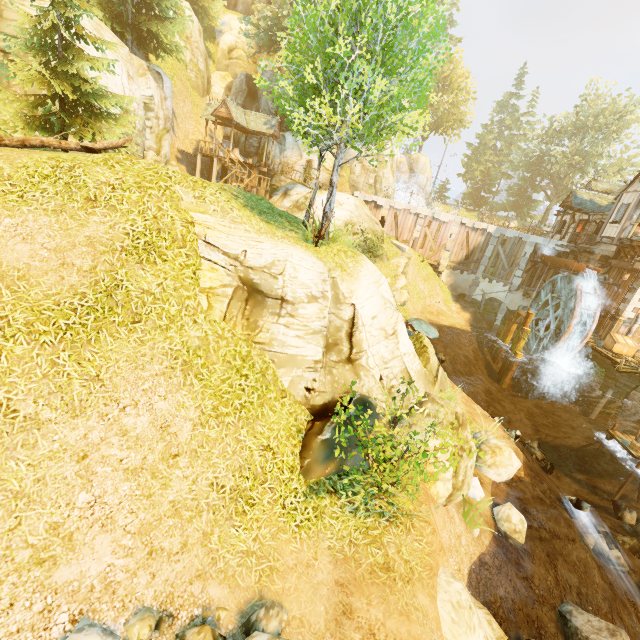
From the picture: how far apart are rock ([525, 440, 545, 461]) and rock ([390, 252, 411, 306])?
13.14m

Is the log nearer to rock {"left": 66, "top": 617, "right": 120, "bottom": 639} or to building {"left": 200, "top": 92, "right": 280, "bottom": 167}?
rock {"left": 66, "top": 617, "right": 120, "bottom": 639}

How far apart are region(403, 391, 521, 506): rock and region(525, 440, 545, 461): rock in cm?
918

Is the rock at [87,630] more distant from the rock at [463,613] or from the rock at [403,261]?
the rock at [403,261]

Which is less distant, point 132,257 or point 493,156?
point 132,257

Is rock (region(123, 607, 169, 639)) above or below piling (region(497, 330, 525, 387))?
above

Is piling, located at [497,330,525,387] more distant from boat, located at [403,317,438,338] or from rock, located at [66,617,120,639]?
rock, located at [66,617,120,639]

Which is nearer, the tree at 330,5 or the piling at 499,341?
the tree at 330,5
